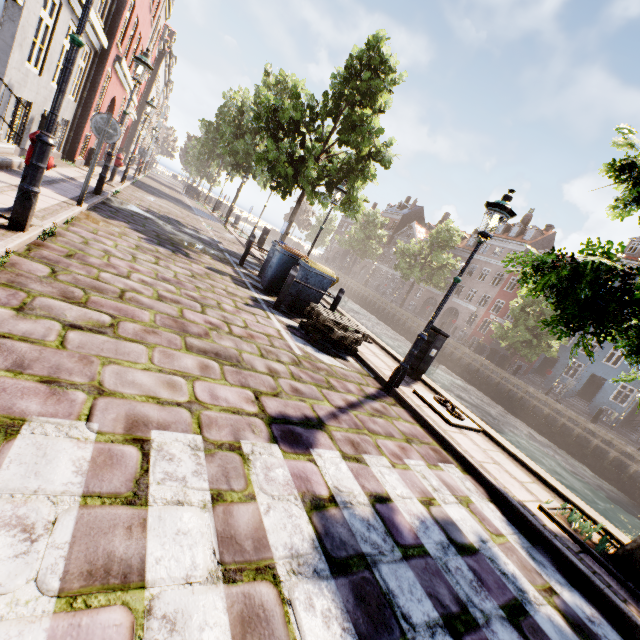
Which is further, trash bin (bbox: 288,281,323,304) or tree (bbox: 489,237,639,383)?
trash bin (bbox: 288,281,323,304)

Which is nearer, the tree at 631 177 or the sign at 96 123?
the tree at 631 177

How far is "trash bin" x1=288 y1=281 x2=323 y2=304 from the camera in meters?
7.8 m

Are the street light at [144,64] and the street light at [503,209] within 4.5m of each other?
no

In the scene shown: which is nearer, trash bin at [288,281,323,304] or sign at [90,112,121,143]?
sign at [90,112,121,143]

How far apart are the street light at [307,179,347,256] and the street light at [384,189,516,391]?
5.5m

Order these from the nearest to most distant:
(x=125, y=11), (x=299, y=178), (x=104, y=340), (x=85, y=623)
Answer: (x=85, y=623), (x=104, y=340), (x=125, y=11), (x=299, y=178)

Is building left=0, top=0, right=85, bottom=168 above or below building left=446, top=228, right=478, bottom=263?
below
